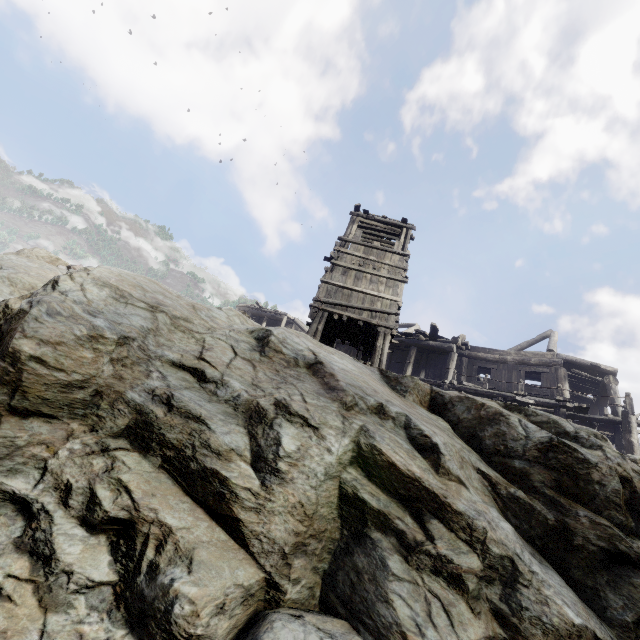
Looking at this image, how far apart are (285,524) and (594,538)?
4.8 meters

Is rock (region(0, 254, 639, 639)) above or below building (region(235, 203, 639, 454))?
below

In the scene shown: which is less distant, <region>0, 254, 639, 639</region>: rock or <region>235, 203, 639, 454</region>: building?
<region>0, 254, 639, 639</region>: rock

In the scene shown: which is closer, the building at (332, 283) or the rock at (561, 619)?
the rock at (561, 619)

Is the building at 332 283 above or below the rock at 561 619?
above
